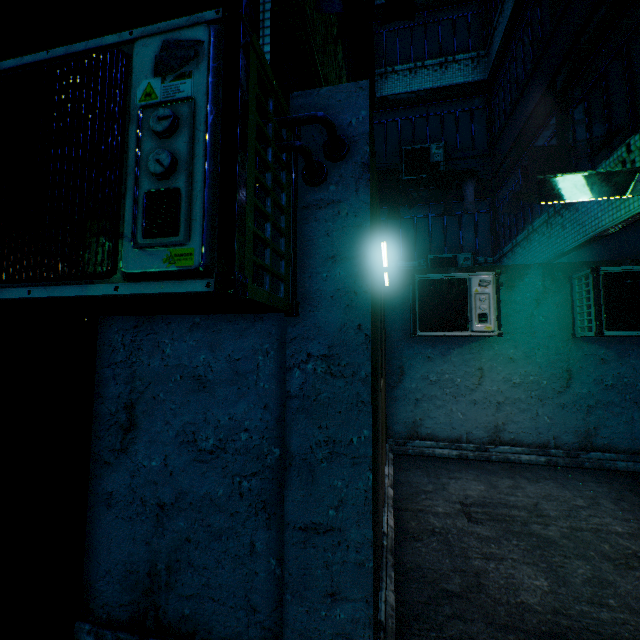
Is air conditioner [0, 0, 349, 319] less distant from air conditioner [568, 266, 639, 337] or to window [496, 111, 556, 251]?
window [496, 111, 556, 251]

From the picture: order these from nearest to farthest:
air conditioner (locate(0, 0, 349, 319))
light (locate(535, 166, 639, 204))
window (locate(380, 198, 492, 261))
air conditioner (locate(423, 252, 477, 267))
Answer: air conditioner (locate(0, 0, 349, 319)) → light (locate(535, 166, 639, 204)) → air conditioner (locate(423, 252, 477, 267)) → window (locate(380, 198, 492, 261))

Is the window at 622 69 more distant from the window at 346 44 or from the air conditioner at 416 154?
the window at 346 44

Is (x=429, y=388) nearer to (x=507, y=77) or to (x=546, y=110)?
(x=546, y=110)

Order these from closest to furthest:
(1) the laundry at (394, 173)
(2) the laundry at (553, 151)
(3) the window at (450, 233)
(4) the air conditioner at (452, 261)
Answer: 1. (2) the laundry at (553, 151)
2. (1) the laundry at (394, 173)
3. (4) the air conditioner at (452, 261)
4. (3) the window at (450, 233)

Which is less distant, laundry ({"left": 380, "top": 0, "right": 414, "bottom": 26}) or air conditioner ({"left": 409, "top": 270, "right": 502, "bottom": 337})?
laundry ({"left": 380, "top": 0, "right": 414, "bottom": 26})

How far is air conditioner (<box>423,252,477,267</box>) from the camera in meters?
8.0 m

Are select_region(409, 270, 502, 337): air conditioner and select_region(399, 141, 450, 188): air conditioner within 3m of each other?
no
